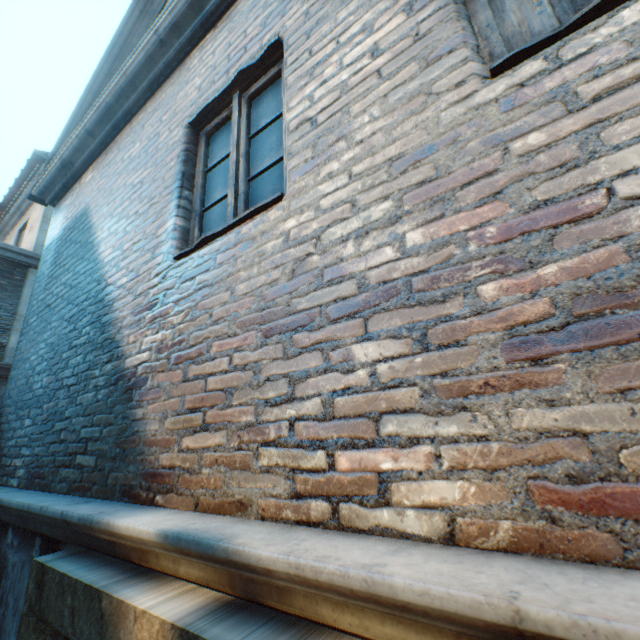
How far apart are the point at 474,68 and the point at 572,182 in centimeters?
64cm
